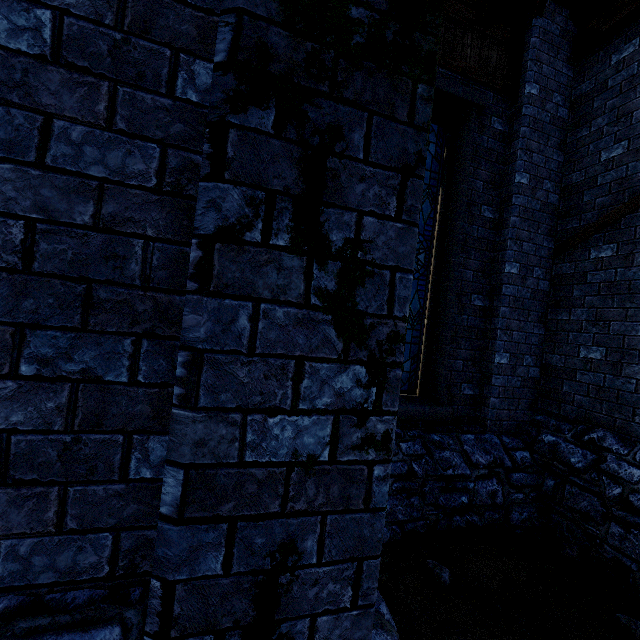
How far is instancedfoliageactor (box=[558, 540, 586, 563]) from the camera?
4.08m

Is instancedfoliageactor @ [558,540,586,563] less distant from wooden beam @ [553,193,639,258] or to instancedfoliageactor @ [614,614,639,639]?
instancedfoliageactor @ [614,614,639,639]

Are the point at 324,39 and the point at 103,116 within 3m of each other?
yes

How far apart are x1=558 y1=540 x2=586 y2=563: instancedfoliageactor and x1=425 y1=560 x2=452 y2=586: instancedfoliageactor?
1.8 meters

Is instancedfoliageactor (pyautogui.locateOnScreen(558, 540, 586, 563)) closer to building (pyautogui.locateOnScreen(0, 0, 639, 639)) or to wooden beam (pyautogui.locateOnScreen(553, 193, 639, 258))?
building (pyautogui.locateOnScreen(0, 0, 639, 639))

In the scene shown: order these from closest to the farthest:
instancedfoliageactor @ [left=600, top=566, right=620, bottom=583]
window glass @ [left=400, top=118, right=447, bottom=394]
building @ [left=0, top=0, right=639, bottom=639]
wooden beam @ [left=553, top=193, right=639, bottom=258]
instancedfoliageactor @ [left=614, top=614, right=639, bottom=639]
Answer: building @ [left=0, top=0, right=639, bottom=639] < instancedfoliageactor @ [left=614, top=614, right=639, bottom=639] < instancedfoliageactor @ [left=600, top=566, right=620, bottom=583] < wooden beam @ [left=553, top=193, right=639, bottom=258] < window glass @ [left=400, top=118, right=447, bottom=394]

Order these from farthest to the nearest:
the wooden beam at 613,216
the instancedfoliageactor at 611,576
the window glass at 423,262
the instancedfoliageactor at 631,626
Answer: the window glass at 423,262 → the wooden beam at 613,216 → the instancedfoliageactor at 611,576 → the instancedfoliageactor at 631,626

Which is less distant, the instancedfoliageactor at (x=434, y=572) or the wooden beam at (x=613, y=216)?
the instancedfoliageactor at (x=434, y=572)
